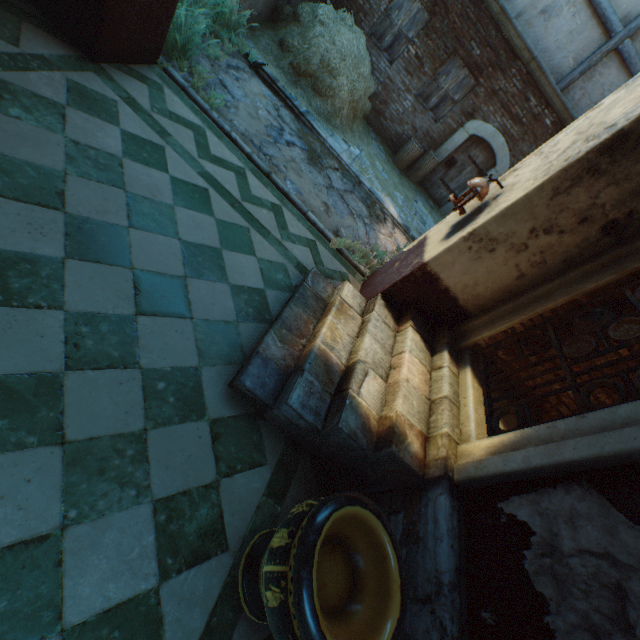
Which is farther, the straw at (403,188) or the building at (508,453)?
the straw at (403,188)

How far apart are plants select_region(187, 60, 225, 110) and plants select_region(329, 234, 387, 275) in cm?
248

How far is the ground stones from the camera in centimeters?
513cm

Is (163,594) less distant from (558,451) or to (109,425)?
(109,425)

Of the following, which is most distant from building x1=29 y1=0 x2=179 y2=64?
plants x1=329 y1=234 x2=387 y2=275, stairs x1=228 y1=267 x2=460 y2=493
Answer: plants x1=329 y1=234 x2=387 y2=275

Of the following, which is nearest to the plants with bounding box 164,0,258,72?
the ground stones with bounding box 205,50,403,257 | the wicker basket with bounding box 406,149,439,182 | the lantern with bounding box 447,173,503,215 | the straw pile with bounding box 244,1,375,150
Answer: the ground stones with bounding box 205,50,403,257

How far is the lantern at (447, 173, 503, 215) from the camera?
3.4 meters

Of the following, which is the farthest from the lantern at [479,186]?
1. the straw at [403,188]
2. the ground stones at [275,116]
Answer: the straw at [403,188]
